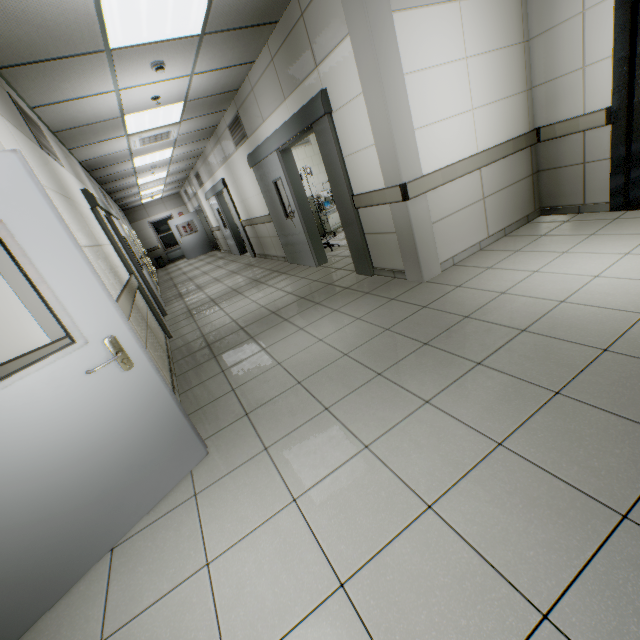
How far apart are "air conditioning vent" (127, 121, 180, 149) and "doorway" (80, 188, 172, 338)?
1.3m

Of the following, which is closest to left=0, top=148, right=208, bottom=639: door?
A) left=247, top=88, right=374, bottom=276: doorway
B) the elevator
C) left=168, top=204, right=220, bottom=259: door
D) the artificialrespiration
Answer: left=247, top=88, right=374, bottom=276: doorway

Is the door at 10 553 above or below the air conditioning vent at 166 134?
below

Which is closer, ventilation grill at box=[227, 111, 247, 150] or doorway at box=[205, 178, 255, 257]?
ventilation grill at box=[227, 111, 247, 150]

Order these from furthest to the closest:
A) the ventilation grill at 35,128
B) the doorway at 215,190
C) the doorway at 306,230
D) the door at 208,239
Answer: the door at 208,239
the doorway at 215,190
the doorway at 306,230
the ventilation grill at 35,128

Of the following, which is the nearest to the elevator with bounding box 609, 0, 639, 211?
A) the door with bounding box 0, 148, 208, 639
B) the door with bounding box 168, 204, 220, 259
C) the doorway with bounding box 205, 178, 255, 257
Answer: the door with bounding box 0, 148, 208, 639

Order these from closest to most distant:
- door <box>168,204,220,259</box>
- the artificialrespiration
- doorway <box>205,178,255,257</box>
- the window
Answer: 1. the artificialrespiration
2. doorway <box>205,178,255,257</box>
3. door <box>168,204,220,259</box>
4. the window

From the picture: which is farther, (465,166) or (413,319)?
(465,166)
